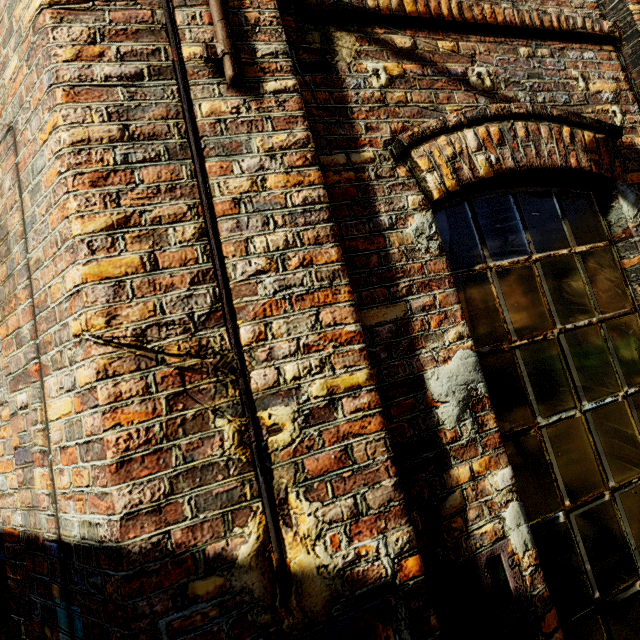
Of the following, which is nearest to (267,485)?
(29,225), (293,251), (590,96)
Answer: (293,251)
